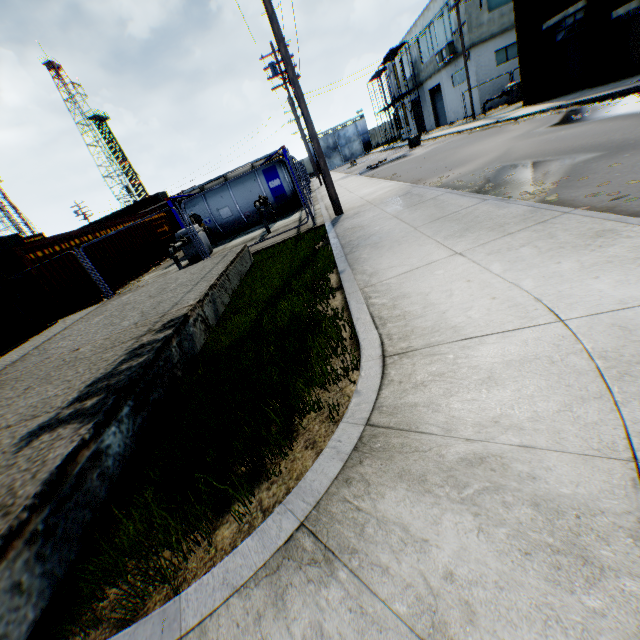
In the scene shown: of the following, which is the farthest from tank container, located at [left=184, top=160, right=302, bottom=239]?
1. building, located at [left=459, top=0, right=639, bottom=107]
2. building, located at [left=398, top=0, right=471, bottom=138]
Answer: building, located at [left=398, top=0, right=471, bottom=138]

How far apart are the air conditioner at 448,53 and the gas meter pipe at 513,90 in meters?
5.8 m

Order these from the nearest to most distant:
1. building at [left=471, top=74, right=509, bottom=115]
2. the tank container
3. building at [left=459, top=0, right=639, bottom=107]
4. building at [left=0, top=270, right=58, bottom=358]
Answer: building at [left=0, top=270, right=58, bottom=358], building at [left=459, top=0, right=639, bottom=107], the tank container, building at [left=471, top=74, right=509, bottom=115]

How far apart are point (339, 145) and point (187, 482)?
65.4 meters

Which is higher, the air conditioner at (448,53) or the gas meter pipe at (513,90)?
the air conditioner at (448,53)

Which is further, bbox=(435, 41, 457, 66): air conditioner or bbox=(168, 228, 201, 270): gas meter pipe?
bbox=(435, 41, 457, 66): air conditioner

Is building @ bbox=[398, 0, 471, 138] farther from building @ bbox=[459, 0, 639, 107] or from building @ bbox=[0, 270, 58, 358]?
building @ bbox=[0, 270, 58, 358]

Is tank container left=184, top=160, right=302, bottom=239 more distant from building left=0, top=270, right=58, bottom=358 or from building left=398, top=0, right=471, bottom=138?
building left=398, top=0, right=471, bottom=138
